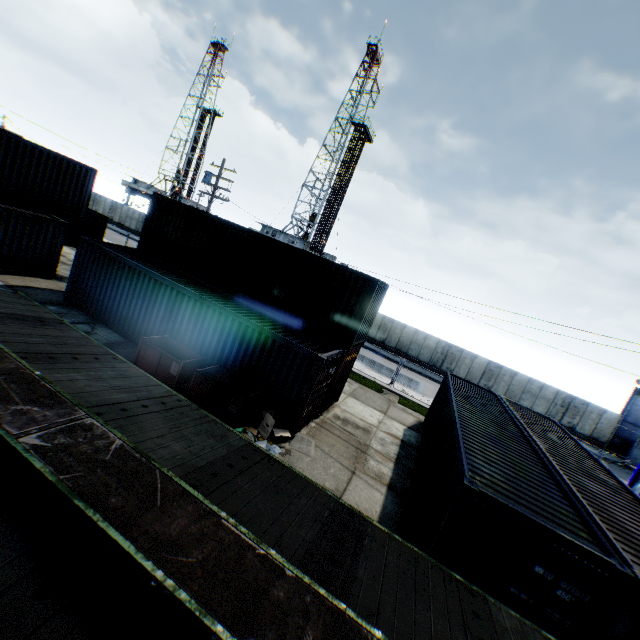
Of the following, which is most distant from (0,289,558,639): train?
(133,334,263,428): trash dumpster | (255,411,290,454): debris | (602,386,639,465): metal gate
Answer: (602,386,639,465): metal gate

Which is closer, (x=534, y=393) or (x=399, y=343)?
(x=534, y=393)

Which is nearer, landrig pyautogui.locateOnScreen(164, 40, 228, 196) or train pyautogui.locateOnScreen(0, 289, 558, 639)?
train pyautogui.locateOnScreen(0, 289, 558, 639)

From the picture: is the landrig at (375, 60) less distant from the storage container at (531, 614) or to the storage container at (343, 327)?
the storage container at (343, 327)

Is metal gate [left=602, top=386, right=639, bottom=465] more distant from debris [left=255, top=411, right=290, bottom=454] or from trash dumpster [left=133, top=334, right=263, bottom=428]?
trash dumpster [left=133, top=334, right=263, bottom=428]

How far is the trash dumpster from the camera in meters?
9.7

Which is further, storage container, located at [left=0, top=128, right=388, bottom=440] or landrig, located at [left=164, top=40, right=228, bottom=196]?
landrig, located at [left=164, top=40, right=228, bottom=196]

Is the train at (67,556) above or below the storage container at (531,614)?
above
